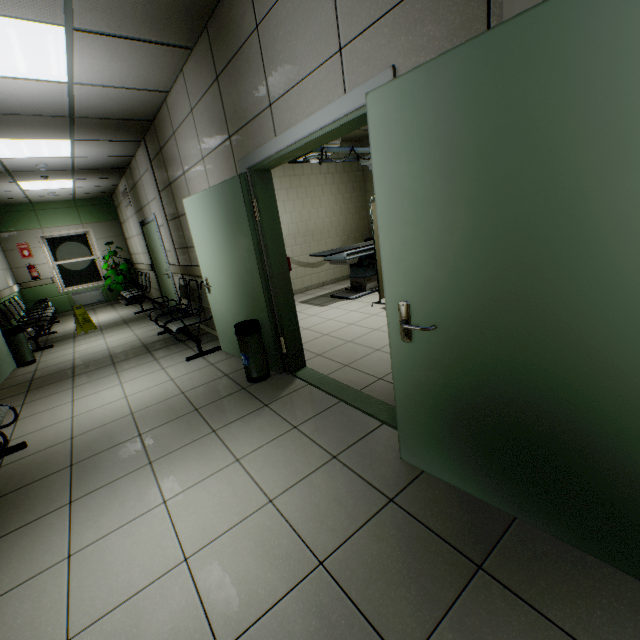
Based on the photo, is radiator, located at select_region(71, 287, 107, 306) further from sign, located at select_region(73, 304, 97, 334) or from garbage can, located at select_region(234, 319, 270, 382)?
garbage can, located at select_region(234, 319, 270, 382)

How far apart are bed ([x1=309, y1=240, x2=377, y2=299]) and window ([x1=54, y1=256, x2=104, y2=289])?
8.2 meters

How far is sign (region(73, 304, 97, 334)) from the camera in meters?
7.0 m

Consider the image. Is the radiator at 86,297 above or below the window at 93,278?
below

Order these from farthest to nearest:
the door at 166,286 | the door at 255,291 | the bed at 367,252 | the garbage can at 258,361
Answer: the door at 166,286
the bed at 367,252
the garbage can at 258,361
the door at 255,291

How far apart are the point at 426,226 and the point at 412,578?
1.6 meters

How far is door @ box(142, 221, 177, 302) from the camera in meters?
6.7 m

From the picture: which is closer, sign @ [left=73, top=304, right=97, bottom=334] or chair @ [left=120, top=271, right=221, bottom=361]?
chair @ [left=120, top=271, right=221, bottom=361]
